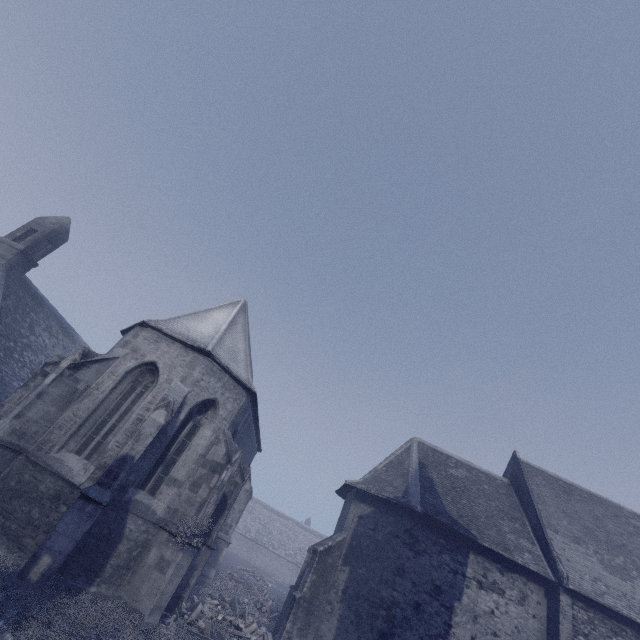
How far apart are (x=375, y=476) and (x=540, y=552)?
7.8 meters
